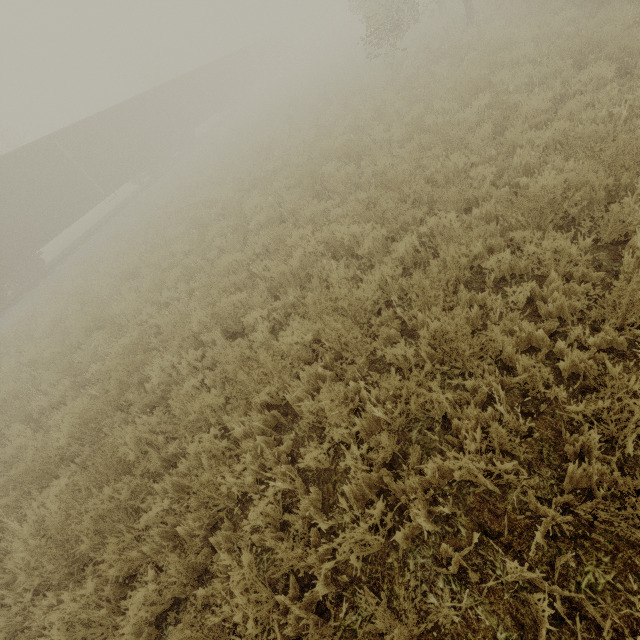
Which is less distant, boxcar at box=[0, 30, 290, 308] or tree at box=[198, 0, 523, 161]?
tree at box=[198, 0, 523, 161]

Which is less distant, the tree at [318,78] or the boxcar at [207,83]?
the tree at [318,78]

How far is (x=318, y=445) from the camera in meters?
3.6 m
